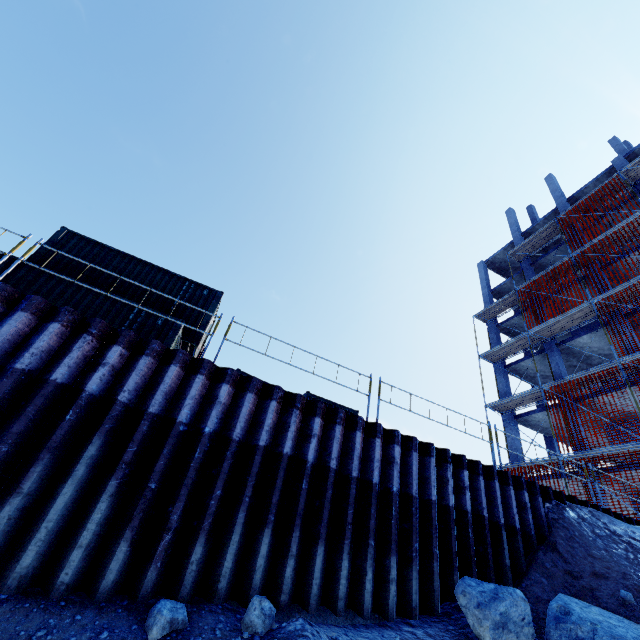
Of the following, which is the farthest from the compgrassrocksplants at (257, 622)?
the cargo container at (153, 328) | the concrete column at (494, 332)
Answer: the concrete column at (494, 332)

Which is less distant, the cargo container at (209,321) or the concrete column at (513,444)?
the cargo container at (209,321)

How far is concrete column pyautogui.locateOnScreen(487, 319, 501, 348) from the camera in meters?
26.1

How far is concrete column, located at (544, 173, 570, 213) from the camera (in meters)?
25.39

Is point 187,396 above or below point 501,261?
below

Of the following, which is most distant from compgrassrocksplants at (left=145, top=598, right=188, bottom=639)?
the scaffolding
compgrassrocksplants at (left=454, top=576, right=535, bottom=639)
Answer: compgrassrocksplants at (left=454, top=576, right=535, bottom=639)

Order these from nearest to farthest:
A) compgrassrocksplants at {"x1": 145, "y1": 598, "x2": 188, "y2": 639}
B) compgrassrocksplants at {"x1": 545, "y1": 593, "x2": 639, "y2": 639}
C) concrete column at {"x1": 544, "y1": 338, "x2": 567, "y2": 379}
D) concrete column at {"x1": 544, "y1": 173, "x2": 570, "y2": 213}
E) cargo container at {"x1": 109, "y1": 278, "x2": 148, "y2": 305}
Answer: compgrassrocksplants at {"x1": 145, "y1": 598, "x2": 188, "y2": 639} → compgrassrocksplants at {"x1": 545, "y1": 593, "x2": 639, "y2": 639} → cargo container at {"x1": 109, "y1": 278, "x2": 148, "y2": 305} → concrete column at {"x1": 544, "y1": 338, "x2": 567, "y2": 379} → concrete column at {"x1": 544, "y1": 173, "x2": 570, "y2": 213}

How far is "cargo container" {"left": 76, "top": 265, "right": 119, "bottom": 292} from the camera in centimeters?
1099cm
